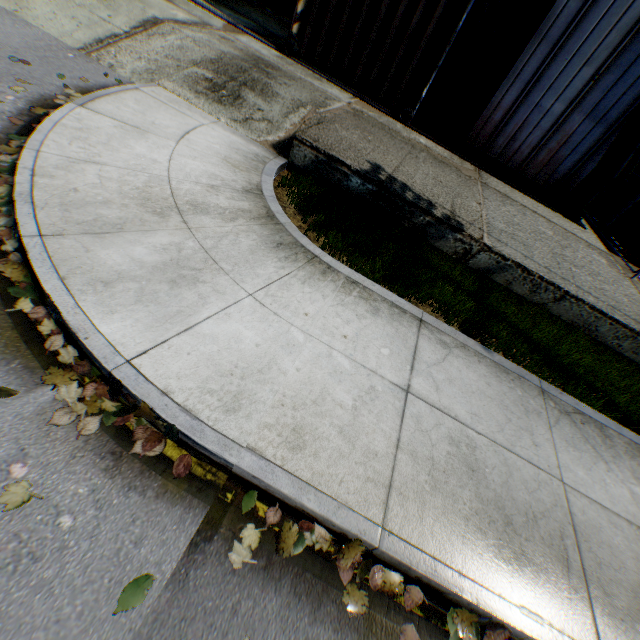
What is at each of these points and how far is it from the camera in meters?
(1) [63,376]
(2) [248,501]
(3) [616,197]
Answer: (1) leaf decal, 2.4
(2) leaf decal, 2.3
(3) storage container, 13.5

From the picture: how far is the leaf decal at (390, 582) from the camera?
2.3m

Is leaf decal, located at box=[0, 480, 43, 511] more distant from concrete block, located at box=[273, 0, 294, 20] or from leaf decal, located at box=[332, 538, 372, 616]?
concrete block, located at box=[273, 0, 294, 20]

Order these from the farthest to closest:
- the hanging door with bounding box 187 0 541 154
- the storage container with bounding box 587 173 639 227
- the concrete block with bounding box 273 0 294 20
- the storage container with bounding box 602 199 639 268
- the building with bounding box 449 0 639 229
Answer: the concrete block with bounding box 273 0 294 20
the storage container with bounding box 587 173 639 227
the storage container with bounding box 602 199 639 268
the hanging door with bounding box 187 0 541 154
the building with bounding box 449 0 639 229

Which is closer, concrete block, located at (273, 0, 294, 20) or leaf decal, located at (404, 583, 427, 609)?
leaf decal, located at (404, 583, 427, 609)

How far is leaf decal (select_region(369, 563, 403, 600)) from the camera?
2.27m

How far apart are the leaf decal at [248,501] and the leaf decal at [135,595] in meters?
0.4 m

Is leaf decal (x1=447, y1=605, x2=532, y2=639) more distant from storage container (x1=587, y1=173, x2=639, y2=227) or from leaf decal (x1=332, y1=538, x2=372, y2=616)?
storage container (x1=587, y1=173, x2=639, y2=227)
